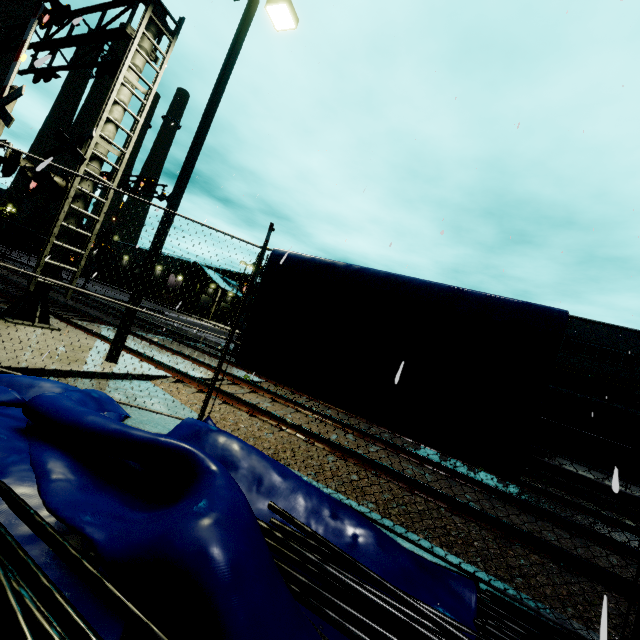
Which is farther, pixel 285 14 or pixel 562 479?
pixel 562 479

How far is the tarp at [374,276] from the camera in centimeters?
346cm

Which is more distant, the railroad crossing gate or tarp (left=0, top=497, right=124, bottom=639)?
the railroad crossing gate

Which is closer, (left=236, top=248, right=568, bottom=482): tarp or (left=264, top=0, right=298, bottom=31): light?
(left=236, top=248, right=568, bottom=482): tarp

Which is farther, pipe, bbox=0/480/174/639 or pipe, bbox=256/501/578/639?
pipe, bbox=256/501/578/639

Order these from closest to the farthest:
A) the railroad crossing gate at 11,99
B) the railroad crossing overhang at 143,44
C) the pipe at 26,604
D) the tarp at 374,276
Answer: the pipe at 26,604 < the tarp at 374,276 < the railroad crossing gate at 11,99 < the railroad crossing overhang at 143,44

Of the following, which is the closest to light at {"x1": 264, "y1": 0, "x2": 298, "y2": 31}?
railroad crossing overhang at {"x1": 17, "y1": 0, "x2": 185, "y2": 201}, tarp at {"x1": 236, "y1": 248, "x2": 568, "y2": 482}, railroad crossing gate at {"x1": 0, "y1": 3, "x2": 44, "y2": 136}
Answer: railroad crossing overhang at {"x1": 17, "y1": 0, "x2": 185, "y2": 201}

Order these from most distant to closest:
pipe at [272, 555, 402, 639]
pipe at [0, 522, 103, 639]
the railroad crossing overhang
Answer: the railroad crossing overhang < pipe at [272, 555, 402, 639] < pipe at [0, 522, 103, 639]
